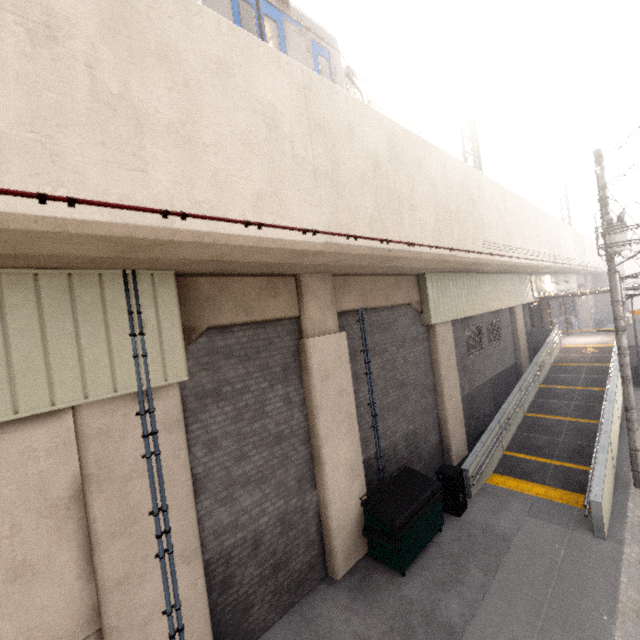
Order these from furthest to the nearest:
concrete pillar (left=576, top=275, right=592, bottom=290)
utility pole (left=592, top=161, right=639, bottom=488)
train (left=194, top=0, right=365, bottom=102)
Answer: concrete pillar (left=576, top=275, right=592, bottom=290), utility pole (left=592, top=161, right=639, bottom=488), train (left=194, top=0, right=365, bottom=102)

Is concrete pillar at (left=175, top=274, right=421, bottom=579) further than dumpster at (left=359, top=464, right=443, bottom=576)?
No

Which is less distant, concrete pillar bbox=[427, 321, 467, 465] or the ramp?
the ramp

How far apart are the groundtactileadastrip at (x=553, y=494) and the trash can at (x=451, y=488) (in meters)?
1.54

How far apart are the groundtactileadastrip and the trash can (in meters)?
1.54

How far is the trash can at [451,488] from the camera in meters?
8.8

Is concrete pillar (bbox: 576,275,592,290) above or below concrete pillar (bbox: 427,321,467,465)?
above

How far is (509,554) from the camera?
7.3m
